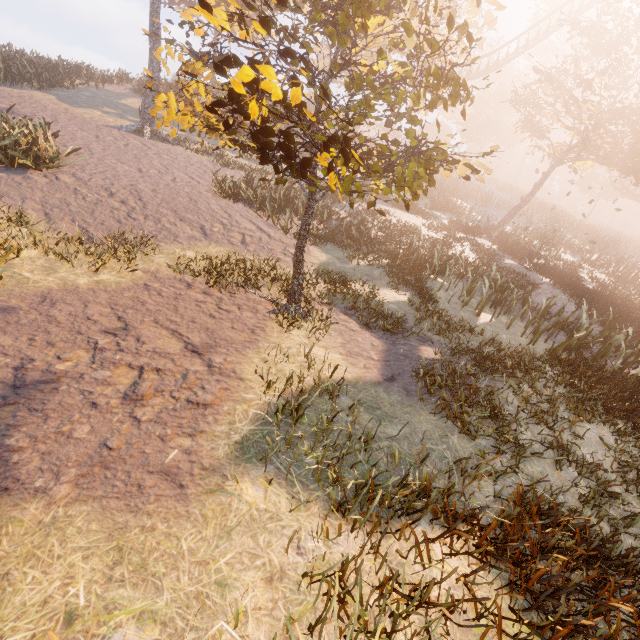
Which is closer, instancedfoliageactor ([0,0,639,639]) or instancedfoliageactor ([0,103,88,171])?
instancedfoliageactor ([0,0,639,639])

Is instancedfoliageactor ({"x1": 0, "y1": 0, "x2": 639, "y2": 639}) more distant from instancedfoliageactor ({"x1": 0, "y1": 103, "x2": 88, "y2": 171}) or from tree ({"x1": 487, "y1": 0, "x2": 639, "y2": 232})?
tree ({"x1": 487, "y1": 0, "x2": 639, "y2": 232})

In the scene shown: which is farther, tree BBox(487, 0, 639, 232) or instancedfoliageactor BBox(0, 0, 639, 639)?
tree BBox(487, 0, 639, 232)

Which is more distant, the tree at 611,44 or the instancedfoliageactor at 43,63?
the tree at 611,44

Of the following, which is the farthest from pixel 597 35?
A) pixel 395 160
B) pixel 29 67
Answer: pixel 29 67

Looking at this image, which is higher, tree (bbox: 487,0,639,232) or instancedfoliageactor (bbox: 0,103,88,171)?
tree (bbox: 487,0,639,232)

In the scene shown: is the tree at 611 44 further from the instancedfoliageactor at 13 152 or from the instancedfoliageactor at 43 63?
the instancedfoliageactor at 13 152

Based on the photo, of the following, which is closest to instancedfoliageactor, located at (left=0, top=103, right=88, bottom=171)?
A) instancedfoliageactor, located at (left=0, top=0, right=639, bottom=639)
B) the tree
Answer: instancedfoliageactor, located at (left=0, top=0, right=639, bottom=639)
